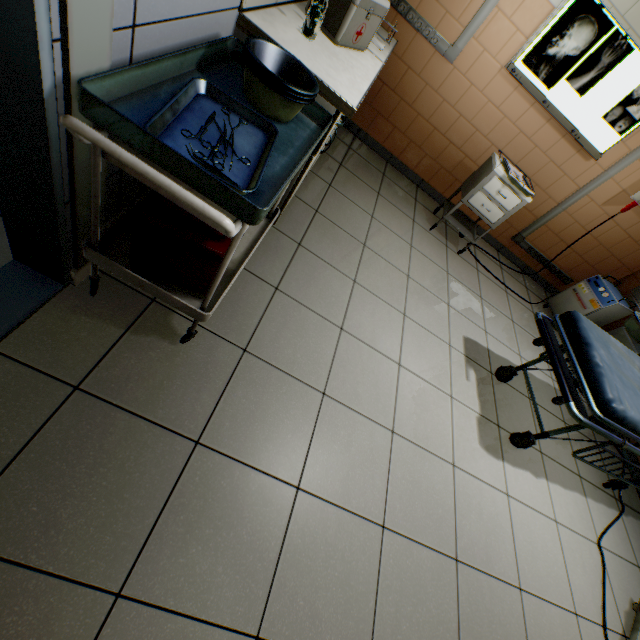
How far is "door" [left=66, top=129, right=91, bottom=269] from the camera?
0.95m

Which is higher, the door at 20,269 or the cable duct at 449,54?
the cable duct at 449,54

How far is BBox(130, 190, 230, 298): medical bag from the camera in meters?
1.1

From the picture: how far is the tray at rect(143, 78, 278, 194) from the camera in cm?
94

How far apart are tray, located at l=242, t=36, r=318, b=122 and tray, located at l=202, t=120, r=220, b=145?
0.1m

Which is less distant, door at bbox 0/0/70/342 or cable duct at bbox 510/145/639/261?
door at bbox 0/0/70/342

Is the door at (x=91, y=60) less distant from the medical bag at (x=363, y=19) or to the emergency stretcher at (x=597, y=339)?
the medical bag at (x=363, y=19)

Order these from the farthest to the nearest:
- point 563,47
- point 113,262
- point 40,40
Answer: point 563,47 < point 113,262 < point 40,40
